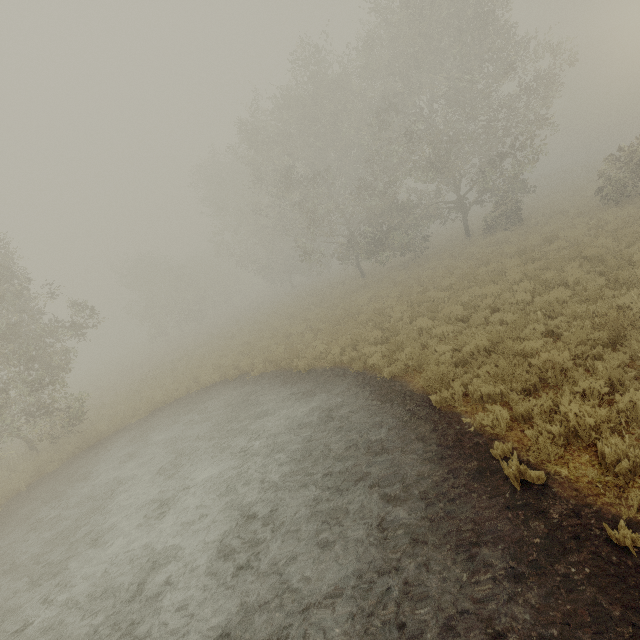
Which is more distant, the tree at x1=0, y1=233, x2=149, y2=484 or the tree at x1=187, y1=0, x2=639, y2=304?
the tree at x1=187, y1=0, x2=639, y2=304

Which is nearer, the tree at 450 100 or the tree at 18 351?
the tree at 18 351

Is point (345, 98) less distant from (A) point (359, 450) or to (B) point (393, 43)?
(B) point (393, 43)
